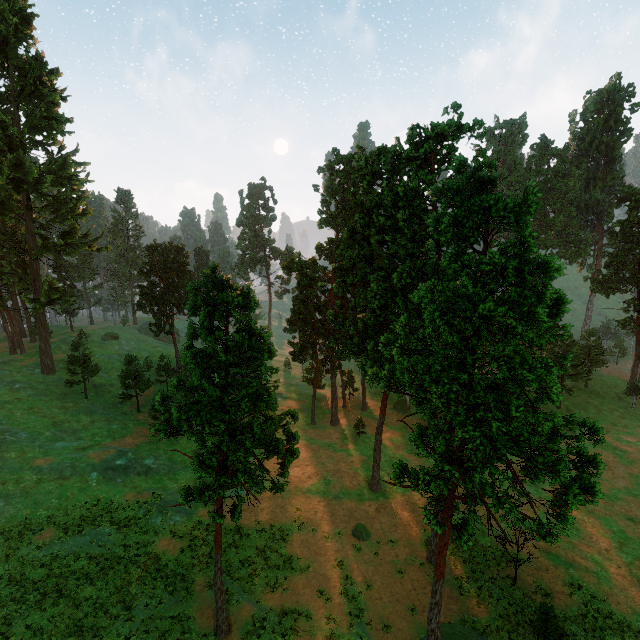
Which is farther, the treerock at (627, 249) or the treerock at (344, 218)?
the treerock at (627, 249)

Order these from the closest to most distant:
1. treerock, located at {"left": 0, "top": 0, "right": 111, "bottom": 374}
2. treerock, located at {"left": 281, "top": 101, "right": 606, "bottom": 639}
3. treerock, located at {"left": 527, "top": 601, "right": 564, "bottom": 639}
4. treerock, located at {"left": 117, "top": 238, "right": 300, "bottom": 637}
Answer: treerock, located at {"left": 281, "top": 101, "right": 606, "bottom": 639}
treerock, located at {"left": 117, "top": 238, "right": 300, "bottom": 637}
treerock, located at {"left": 527, "top": 601, "right": 564, "bottom": 639}
treerock, located at {"left": 0, "top": 0, "right": 111, "bottom": 374}

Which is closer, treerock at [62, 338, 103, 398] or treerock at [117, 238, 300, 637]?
treerock at [117, 238, 300, 637]

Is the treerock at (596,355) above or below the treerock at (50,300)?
below

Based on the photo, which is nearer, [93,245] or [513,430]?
→ [513,430]

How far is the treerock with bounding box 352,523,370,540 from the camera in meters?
30.4 m
